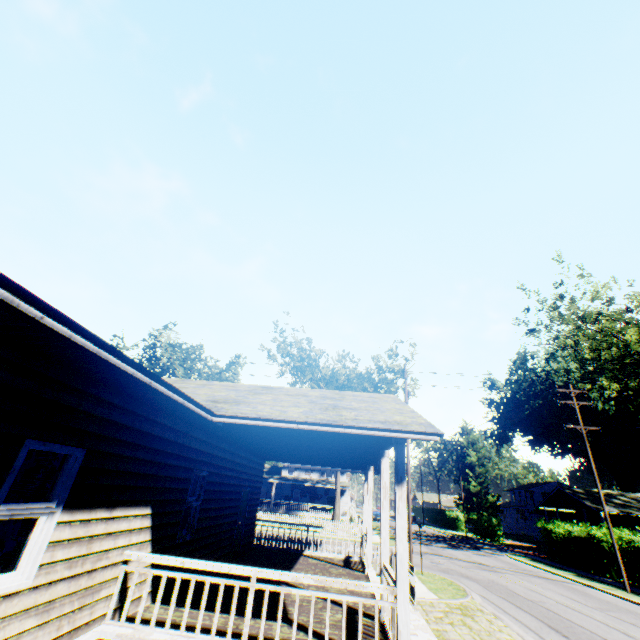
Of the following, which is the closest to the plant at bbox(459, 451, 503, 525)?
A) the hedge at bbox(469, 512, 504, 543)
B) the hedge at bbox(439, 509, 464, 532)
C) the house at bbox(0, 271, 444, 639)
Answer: the hedge at bbox(439, 509, 464, 532)

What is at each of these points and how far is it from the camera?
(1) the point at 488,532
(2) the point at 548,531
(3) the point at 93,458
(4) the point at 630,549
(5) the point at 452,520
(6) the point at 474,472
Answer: (1) hedge, 40.19m
(2) hedge, 28.42m
(3) house, 4.93m
(4) hedge, 20.77m
(5) hedge, 53.22m
(6) plant, 58.72m

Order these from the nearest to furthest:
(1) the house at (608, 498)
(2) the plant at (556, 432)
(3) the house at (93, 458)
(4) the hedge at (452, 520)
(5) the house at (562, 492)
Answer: (3) the house at (93, 458) < (1) the house at (608, 498) < (5) the house at (562, 492) < (4) the hedge at (452, 520) < (2) the plant at (556, 432)

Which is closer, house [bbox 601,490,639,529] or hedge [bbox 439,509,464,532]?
house [bbox 601,490,639,529]

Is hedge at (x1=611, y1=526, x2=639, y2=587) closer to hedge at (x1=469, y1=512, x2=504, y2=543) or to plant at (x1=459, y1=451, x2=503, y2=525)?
hedge at (x1=469, y1=512, x2=504, y2=543)

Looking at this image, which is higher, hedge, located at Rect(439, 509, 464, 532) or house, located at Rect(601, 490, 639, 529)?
house, located at Rect(601, 490, 639, 529)

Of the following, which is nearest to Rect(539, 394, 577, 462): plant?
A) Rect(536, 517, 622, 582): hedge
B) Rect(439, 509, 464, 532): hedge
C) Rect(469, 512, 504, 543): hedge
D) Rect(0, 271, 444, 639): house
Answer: Rect(439, 509, 464, 532): hedge

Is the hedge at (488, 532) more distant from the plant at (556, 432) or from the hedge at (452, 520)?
the plant at (556, 432)
